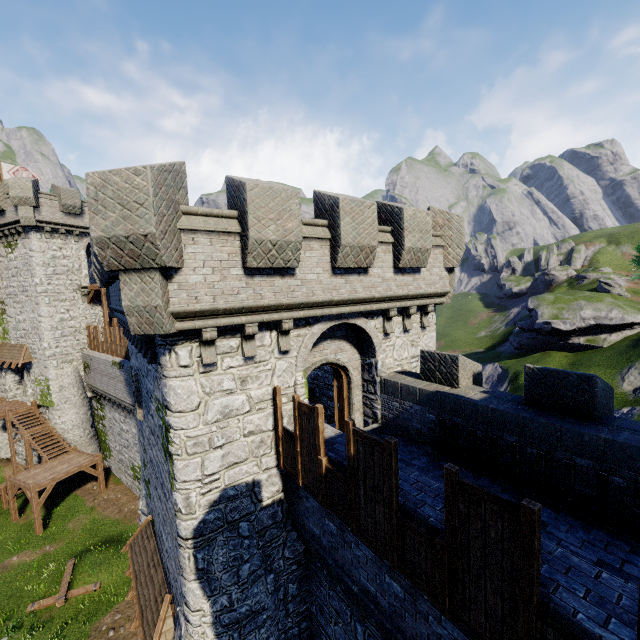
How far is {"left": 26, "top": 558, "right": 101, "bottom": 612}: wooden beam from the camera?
15.31m

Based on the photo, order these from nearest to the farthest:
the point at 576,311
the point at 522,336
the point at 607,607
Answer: the point at 607,607, the point at 576,311, the point at 522,336

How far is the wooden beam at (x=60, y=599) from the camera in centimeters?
1531cm

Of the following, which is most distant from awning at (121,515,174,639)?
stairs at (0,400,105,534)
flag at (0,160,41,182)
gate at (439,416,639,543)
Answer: flag at (0,160,41,182)

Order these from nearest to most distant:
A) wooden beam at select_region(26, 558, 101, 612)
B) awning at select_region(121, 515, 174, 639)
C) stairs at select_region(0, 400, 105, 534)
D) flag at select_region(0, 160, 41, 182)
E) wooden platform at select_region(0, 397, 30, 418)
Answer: awning at select_region(121, 515, 174, 639), wooden beam at select_region(26, 558, 101, 612), stairs at select_region(0, 400, 105, 534), wooden platform at select_region(0, 397, 30, 418), flag at select_region(0, 160, 41, 182)

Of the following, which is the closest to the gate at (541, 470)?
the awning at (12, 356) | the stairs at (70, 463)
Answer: the stairs at (70, 463)

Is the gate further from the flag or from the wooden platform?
the flag

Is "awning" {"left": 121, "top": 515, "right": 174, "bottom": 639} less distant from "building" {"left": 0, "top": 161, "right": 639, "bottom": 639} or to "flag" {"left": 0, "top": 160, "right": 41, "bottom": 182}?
"building" {"left": 0, "top": 161, "right": 639, "bottom": 639}
